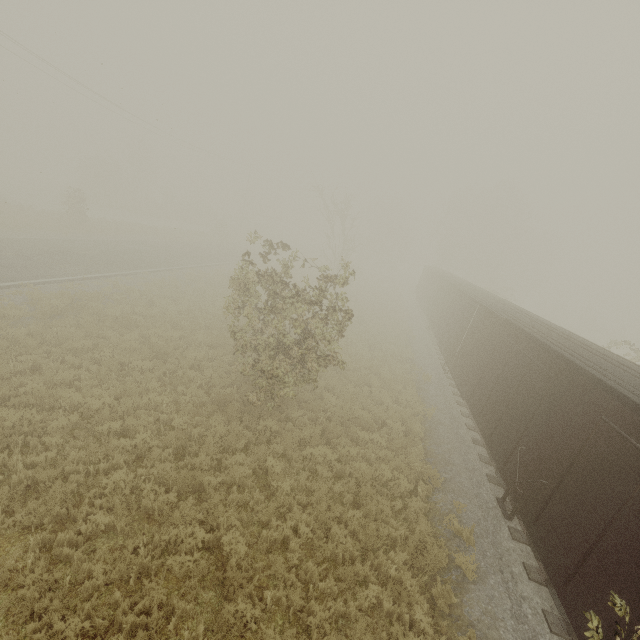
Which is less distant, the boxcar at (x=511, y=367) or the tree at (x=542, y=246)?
the boxcar at (x=511, y=367)

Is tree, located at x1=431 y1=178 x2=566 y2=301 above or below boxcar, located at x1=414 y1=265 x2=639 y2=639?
above

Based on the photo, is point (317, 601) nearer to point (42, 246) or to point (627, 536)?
point (627, 536)

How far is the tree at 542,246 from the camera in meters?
45.4 m

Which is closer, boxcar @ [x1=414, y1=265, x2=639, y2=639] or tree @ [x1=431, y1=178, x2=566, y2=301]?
boxcar @ [x1=414, y1=265, x2=639, y2=639]

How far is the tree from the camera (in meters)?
45.38
